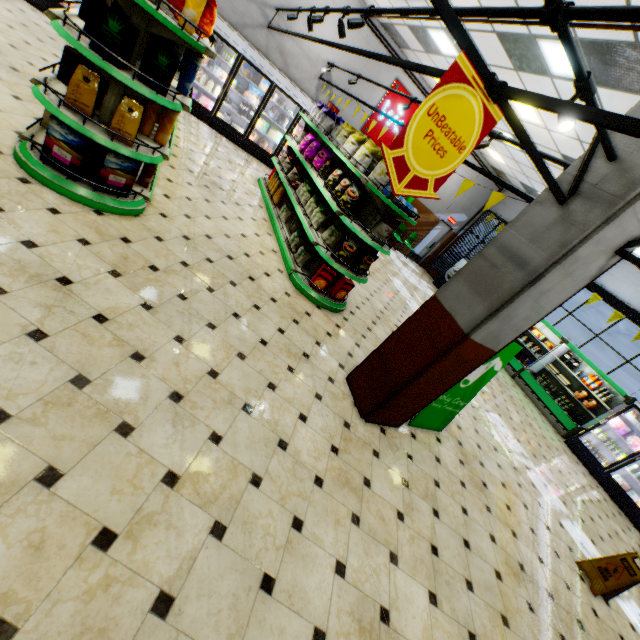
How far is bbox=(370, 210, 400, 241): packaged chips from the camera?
4.80m

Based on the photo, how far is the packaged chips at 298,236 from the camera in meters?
5.5 m

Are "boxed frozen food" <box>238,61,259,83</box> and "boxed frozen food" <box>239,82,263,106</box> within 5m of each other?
yes

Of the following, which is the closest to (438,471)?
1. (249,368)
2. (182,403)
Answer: (249,368)

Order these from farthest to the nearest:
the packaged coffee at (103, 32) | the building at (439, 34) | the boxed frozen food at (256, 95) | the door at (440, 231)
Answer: the door at (440, 231), the boxed frozen food at (256, 95), the building at (439, 34), the packaged coffee at (103, 32)

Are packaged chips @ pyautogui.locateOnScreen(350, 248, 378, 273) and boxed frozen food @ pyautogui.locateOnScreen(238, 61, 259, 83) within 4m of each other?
no

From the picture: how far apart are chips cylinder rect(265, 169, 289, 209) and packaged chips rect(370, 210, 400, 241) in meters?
2.9

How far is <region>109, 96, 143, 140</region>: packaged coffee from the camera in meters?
3.1 m
